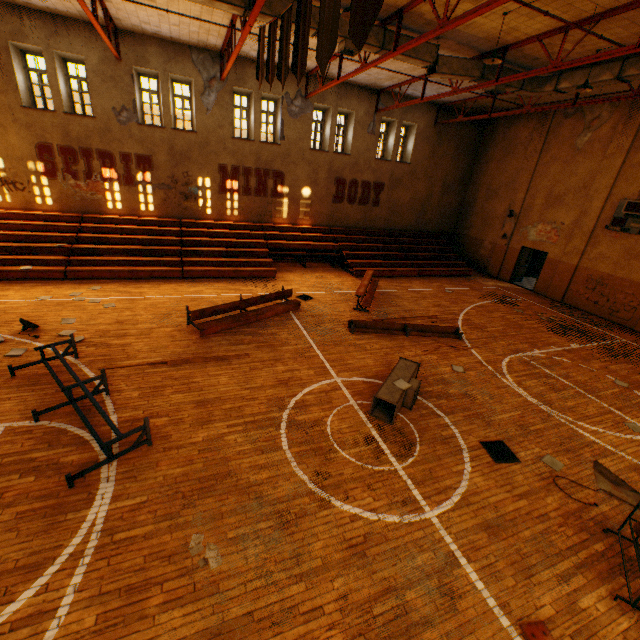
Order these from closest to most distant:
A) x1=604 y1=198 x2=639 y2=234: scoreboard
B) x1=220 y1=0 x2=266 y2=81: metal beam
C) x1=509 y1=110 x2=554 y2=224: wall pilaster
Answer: x1=220 y1=0 x2=266 y2=81: metal beam, x1=604 y1=198 x2=639 y2=234: scoreboard, x1=509 y1=110 x2=554 y2=224: wall pilaster

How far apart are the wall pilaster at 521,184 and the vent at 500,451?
15.70m

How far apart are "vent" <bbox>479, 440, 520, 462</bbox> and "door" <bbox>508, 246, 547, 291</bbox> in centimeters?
1704cm

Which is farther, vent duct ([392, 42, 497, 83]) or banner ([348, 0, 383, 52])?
vent duct ([392, 42, 497, 83])

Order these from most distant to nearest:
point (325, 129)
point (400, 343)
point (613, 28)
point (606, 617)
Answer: point (325, 129), point (400, 343), point (613, 28), point (606, 617)

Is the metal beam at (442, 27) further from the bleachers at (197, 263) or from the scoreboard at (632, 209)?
the scoreboard at (632, 209)

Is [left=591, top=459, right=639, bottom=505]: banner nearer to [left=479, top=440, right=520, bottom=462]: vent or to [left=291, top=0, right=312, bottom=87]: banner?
[left=479, top=440, right=520, bottom=462]: vent

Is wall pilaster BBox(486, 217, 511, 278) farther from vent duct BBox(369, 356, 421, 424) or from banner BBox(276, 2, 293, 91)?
banner BBox(276, 2, 293, 91)
